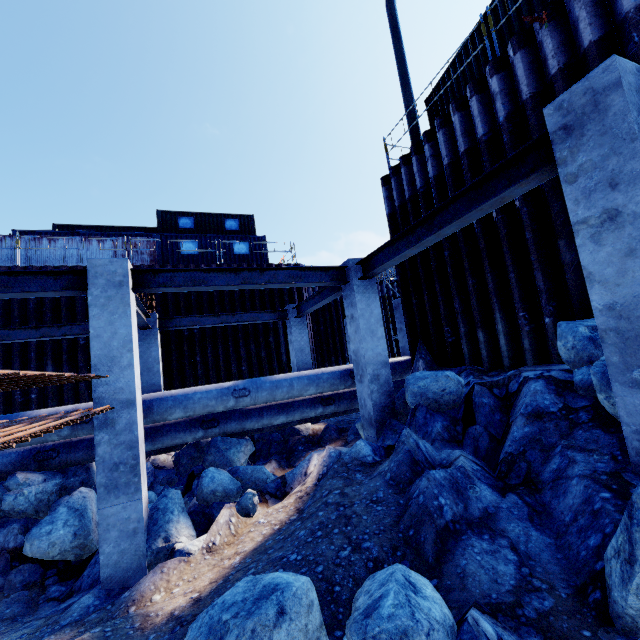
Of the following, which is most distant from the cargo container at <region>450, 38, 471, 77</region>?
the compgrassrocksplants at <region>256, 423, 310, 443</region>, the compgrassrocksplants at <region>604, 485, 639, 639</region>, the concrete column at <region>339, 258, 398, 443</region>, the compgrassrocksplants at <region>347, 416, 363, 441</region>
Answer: the compgrassrocksplants at <region>256, 423, 310, 443</region>

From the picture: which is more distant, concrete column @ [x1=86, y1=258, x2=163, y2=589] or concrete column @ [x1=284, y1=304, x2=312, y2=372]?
concrete column @ [x1=284, y1=304, x2=312, y2=372]

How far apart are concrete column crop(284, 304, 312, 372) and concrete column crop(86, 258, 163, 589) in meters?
6.2

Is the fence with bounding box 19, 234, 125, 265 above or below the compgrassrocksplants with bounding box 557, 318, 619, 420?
above

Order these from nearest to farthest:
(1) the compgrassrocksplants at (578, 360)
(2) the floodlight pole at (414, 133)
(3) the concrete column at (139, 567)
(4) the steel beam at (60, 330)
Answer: (1) the compgrassrocksplants at (578, 360)
(3) the concrete column at (139, 567)
(4) the steel beam at (60, 330)
(2) the floodlight pole at (414, 133)

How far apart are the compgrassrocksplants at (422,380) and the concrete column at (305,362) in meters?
4.7

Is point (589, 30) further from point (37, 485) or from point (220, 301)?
point (220, 301)

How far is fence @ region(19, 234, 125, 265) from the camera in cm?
1517
